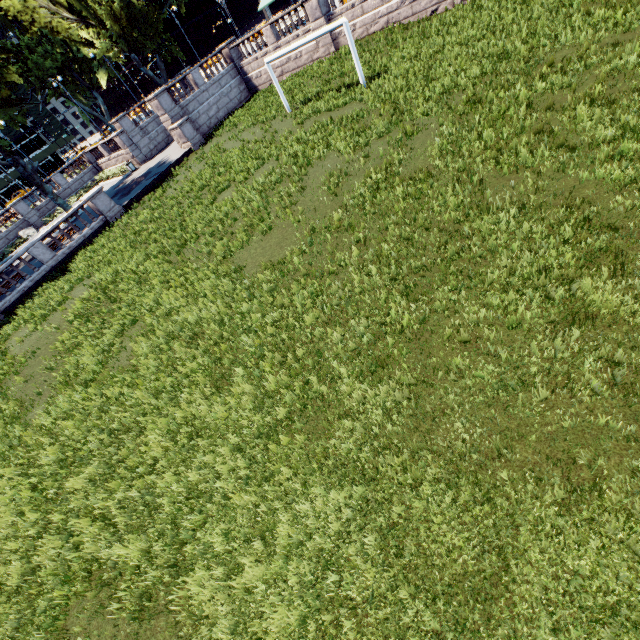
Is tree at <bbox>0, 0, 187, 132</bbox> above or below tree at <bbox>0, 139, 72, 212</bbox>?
above

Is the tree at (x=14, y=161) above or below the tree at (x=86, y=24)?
below

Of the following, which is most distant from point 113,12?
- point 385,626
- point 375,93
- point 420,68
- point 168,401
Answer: point 385,626

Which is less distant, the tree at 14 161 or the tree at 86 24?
the tree at 14 161

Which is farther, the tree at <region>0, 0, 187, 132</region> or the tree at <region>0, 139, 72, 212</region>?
the tree at <region>0, 0, 187, 132</region>
